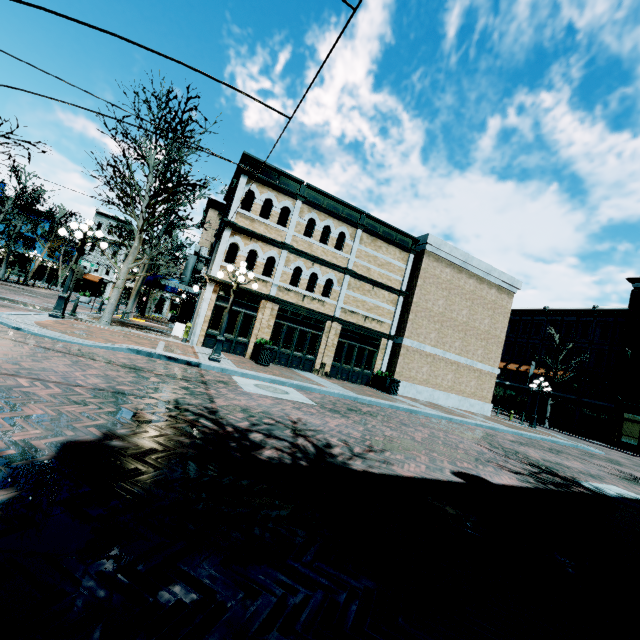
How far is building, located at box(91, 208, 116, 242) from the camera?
53.68m

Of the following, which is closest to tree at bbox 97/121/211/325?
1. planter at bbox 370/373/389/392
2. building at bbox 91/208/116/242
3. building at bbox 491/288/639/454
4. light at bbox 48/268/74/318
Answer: light at bbox 48/268/74/318

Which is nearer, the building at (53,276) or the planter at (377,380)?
the planter at (377,380)

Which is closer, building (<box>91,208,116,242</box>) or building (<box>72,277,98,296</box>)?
building (<box>72,277,98,296</box>)

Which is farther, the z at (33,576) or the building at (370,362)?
the building at (370,362)

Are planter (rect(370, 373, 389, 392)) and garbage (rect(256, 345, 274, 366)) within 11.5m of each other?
yes

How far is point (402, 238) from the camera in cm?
2002

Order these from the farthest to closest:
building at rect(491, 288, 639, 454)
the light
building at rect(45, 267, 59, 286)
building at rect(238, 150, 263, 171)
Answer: building at rect(45, 267, 59, 286)
building at rect(491, 288, 639, 454)
building at rect(238, 150, 263, 171)
the light
